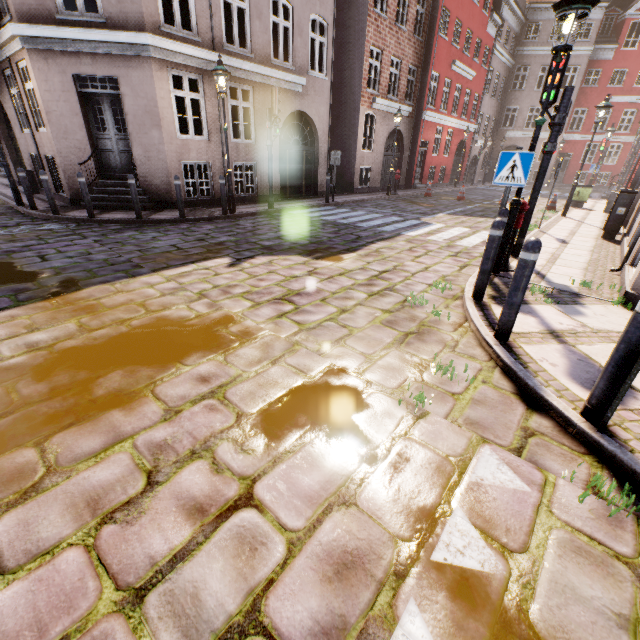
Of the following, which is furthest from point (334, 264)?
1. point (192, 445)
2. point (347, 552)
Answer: point (347, 552)

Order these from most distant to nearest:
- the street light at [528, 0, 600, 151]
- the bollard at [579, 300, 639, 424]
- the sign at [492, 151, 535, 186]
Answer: the sign at [492, 151, 535, 186] → the street light at [528, 0, 600, 151] → the bollard at [579, 300, 639, 424]

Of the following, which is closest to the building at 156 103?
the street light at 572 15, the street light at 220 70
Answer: the street light at 572 15

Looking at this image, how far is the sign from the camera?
4.9 meters

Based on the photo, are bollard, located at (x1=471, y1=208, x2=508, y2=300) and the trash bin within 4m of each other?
Result: no

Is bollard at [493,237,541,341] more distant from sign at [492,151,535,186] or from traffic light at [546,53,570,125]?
traffic light at [546,53,570,125]

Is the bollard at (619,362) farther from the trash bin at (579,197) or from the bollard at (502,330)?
the trash bin at (579,197)

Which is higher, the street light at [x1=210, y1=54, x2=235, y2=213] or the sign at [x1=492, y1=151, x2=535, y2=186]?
the street light at [x1=210, y1=54, x2=235, y2=213]
